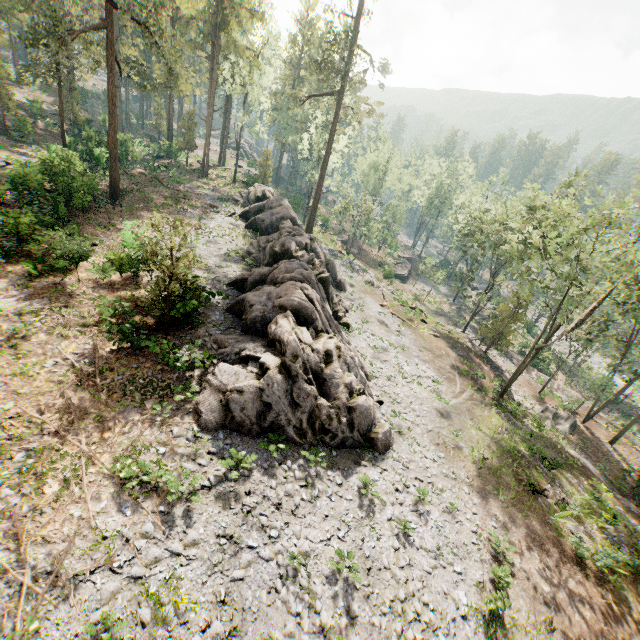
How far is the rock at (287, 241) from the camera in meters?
14.0 m

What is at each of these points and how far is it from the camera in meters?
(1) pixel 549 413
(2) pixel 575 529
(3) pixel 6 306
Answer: (1) foliage, 32.5 m
(2) foliage, 17.9 m
(3) foliage, 14.7 m

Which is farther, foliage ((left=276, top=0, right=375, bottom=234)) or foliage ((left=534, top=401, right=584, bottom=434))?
→ foliage ((left=276, top=0, right=375, bottom=234))

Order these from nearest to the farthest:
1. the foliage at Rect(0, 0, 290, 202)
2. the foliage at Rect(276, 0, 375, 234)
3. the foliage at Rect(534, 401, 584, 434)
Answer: the foliage at Rect(0, 0, 290, 202)
the foliage at Rect(534, 401, 584, 434)
the foliage at Rect(276, 0, 375, 234)

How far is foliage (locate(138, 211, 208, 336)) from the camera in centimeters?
1380cm

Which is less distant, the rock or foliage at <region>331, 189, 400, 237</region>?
the rock

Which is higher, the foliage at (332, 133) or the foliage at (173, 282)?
the foliage at (332, 133)
